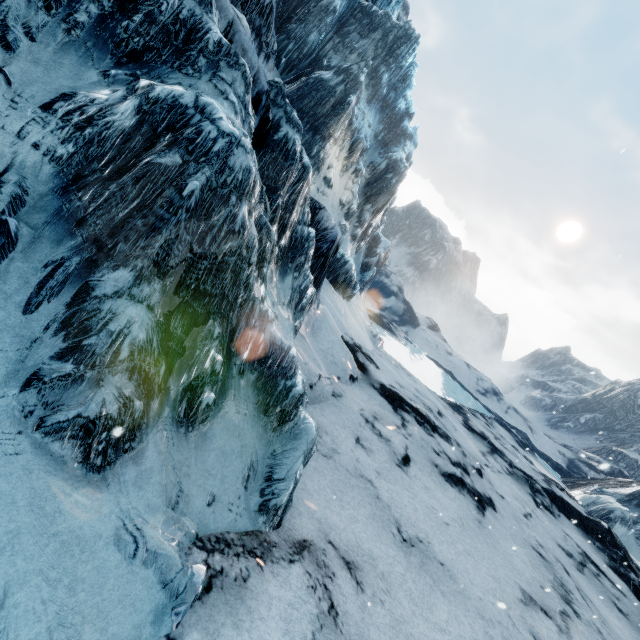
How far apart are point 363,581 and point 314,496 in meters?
1.2 m
